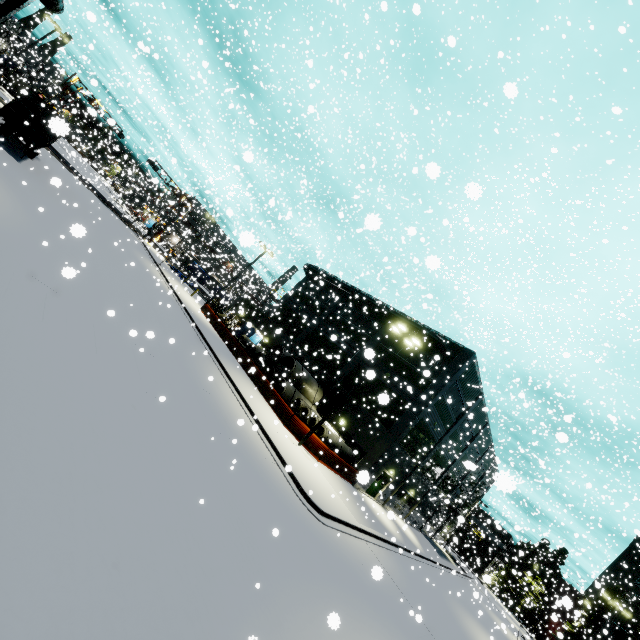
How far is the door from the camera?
28.1m

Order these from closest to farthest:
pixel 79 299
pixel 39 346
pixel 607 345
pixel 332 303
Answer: pixel 39 346, pixel 79 299, pixel 607 345, pixel 332 303

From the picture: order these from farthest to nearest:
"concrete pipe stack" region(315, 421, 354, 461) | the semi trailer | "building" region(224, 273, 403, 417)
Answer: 1. "building" region(224, 273, 403, 417)
2. "concrete pipe stack" region(315, 421, 354, 461)
3. the semi trailer

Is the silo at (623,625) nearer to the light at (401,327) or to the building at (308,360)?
the building at (308,360)

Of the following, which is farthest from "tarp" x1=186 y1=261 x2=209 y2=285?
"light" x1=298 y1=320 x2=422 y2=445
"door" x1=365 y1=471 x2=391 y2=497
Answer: "door" x1=365 y1=471 x2=391 y2=497

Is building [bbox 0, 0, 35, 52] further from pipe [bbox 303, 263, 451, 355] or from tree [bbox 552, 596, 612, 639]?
tree [bbox 552, 596, 612, 639]

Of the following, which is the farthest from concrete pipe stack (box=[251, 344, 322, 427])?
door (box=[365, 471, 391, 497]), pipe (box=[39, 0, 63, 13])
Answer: pipe (box=[39, 0, 63, 13])

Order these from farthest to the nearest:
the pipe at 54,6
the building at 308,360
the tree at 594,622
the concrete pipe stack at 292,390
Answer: the tree at 594,622 < the building at 308,360 < the concrete pipe stack at 292,390 < the pipe at 54,6
